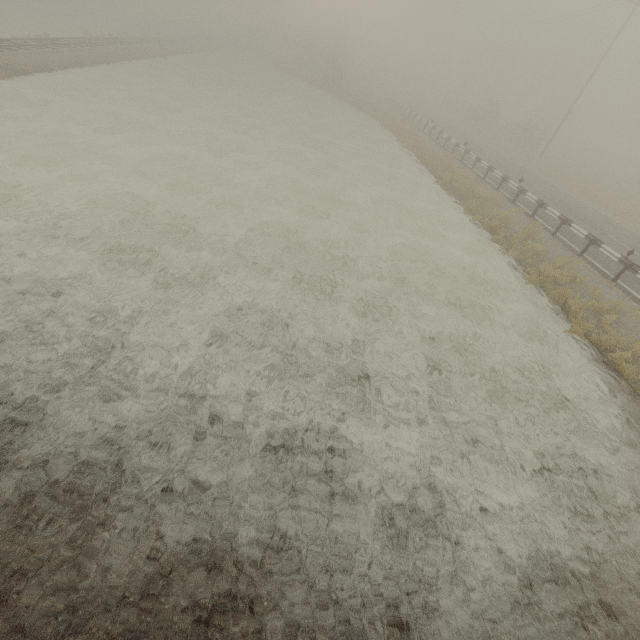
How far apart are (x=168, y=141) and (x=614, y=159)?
59.3m
